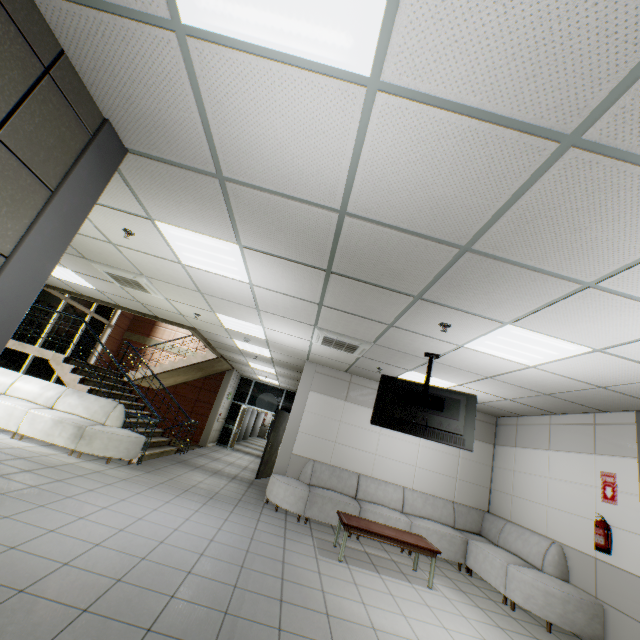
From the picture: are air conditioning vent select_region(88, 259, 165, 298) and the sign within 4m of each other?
no

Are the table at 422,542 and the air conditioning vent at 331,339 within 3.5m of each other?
yes

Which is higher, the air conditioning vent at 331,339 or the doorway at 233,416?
the air conditioning vent at 331,339

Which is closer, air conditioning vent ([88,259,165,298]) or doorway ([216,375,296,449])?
air conditioning vent ([88,259,165,298])

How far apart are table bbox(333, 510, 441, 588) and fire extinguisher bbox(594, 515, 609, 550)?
2.18m

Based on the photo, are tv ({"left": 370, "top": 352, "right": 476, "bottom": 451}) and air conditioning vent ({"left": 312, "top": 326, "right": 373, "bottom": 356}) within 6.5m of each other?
yes

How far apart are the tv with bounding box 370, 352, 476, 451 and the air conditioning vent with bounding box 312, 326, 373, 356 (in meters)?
0.51

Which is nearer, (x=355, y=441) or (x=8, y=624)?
(x=8, y=624)
